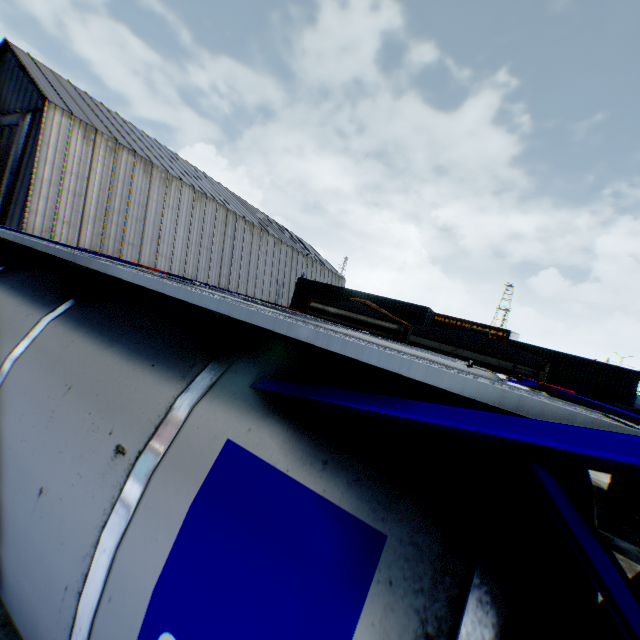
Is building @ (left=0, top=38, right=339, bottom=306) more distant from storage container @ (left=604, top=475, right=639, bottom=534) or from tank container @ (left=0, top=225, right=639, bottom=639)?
storage container @ (left=604, top=475, right=639, bottom=534)

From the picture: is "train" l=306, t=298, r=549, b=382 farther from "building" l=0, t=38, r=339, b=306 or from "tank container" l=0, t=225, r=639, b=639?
"building" l=0, t=38, r=339, b=306

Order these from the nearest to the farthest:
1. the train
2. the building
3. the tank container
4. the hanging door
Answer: the tank container < the train < the building < the hanging door

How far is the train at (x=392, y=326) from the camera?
7.7 meters

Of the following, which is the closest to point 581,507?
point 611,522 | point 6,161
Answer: point 611,522

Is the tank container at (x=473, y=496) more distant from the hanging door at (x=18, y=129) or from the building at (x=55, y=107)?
the hanging door at (x=18, y=129)

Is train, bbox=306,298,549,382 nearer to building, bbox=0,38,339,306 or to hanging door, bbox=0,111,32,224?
building, bbox=0,38,339,306

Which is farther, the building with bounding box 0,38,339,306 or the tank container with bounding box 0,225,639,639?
the building with bounding box 0,38,339,306
